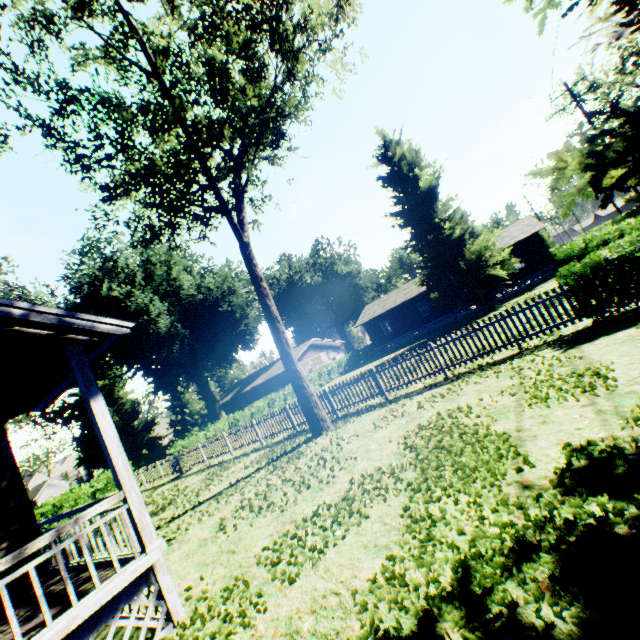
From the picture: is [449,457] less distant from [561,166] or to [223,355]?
[561,166]

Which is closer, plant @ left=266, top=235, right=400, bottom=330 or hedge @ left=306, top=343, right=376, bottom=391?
hedge @ left=306, top=343, right=376, bottom=391

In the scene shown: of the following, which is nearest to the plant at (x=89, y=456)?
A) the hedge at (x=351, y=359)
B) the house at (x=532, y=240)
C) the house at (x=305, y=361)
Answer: the house at (x=532, y=240)

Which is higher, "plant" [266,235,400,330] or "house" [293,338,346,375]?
"plant" [266,235,400,330]

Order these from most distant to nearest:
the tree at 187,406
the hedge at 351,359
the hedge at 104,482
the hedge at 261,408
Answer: the tree at 187,406 → the hedge at 351,359 → the hedge at 261,408 → the hedge at 104,482

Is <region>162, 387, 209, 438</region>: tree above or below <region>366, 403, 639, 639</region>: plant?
above

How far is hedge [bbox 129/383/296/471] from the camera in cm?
2137

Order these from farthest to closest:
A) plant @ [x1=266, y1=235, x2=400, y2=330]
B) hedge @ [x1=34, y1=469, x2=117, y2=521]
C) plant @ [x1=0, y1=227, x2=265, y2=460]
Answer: plant @ [x1=266, y1=235, x2=400, y2=330] → plant @ [x1=0, y1=227, x2=265, y2=460] → hedge @ [x1=34, y1=469, x2=117, y2=521]
